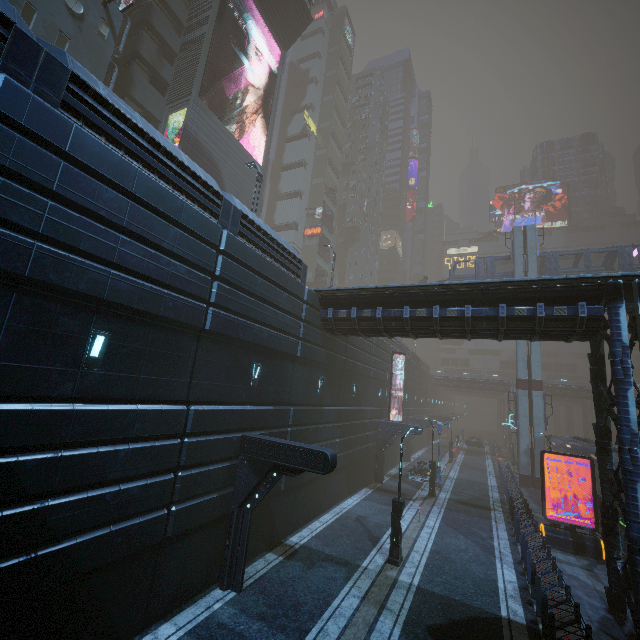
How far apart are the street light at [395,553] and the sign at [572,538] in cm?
911

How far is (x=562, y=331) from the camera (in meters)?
13.07

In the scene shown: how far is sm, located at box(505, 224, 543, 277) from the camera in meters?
34.5 m

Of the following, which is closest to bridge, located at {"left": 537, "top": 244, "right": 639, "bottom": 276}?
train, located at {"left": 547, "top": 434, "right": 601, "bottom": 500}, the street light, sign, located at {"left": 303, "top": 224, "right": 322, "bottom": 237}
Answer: train, located at {"left": 547, "top": 434, "right": 601, "bottom": 500}

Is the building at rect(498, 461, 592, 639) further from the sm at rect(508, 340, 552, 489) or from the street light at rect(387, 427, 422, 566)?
the street light at rect(387, 427, 422, 566)

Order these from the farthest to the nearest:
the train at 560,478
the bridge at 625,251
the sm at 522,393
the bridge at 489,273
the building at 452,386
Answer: the building at 452,386
the bridge at 489,273
the bridge at 625,251
the sm at 522,393
the train at 560,478

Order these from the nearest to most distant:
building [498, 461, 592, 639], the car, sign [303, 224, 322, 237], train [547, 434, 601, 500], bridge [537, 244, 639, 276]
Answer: building [498, 461, 592, 639] < train [547, 434, 601, 500] < the car < bridge [537, 244, 639, 276] < sign [303, 224, 322, 237]

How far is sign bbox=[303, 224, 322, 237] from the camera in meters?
54.2 m
